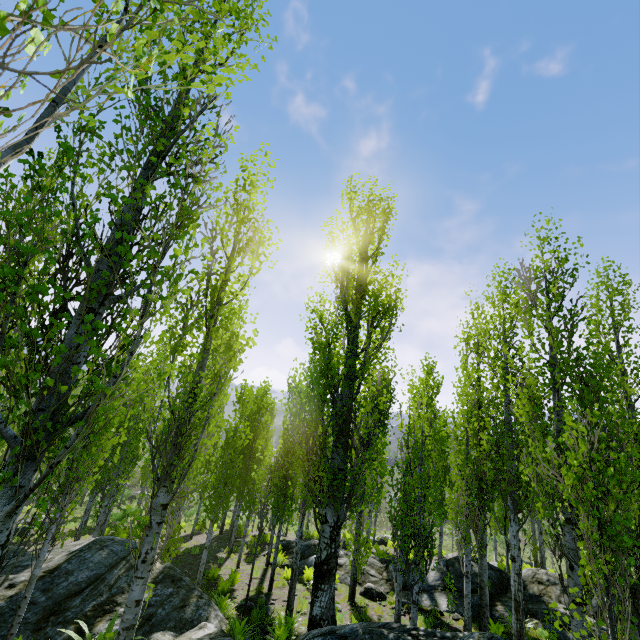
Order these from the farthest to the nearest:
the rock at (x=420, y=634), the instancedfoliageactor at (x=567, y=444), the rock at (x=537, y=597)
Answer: the rock at (x=537, y=597) → the rock at (x=420, y=634) → the instancedfoliageactor at (x=567, y=444)

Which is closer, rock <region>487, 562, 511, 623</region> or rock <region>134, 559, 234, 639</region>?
rock <region>134, 559, 234, 639</region>

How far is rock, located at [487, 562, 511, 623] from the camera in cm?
1131

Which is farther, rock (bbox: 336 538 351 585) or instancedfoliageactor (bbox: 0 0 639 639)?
rock (bbox: 336 538 351 585)

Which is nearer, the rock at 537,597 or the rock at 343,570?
the rock at 537,597

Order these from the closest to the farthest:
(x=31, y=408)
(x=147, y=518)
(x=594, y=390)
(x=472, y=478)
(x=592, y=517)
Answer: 1. (x=31, y=408)
2. (x=592, y=517)
3. (x=147, y=518)
4. (x=594, y=390)
5. (x=472, y=478)

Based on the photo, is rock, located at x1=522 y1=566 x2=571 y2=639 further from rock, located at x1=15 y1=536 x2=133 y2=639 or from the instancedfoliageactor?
rock, located at x1=15 y1=536 x2=133 y2=639
